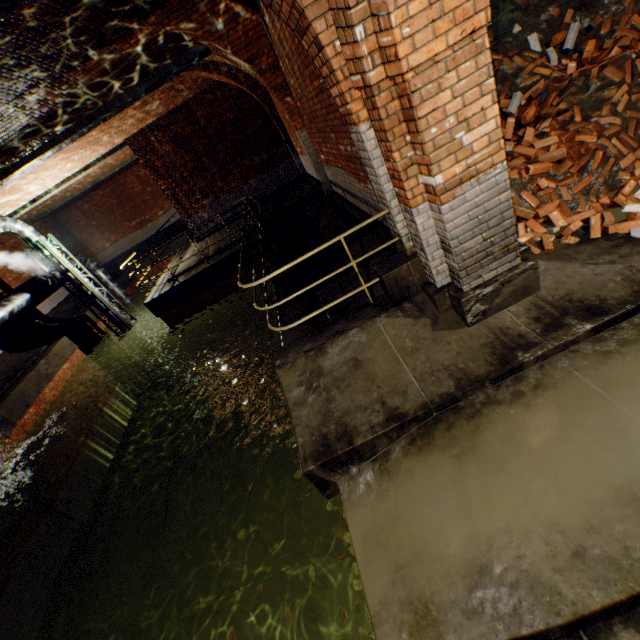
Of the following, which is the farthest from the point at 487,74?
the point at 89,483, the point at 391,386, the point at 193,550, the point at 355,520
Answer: the point at 89,483

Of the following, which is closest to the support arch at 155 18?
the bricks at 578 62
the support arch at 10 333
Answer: the bricks at 578 62

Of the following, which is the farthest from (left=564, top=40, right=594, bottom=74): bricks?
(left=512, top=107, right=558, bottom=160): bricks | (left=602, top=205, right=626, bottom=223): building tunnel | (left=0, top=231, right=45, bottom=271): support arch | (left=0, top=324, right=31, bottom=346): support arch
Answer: (left=0, top=231, right=45, bottom=271): support arch

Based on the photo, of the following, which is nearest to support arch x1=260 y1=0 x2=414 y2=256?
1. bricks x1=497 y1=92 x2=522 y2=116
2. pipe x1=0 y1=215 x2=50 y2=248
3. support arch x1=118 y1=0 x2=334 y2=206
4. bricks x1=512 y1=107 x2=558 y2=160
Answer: pipe x1=0 y1=215 x2=50 y2=248

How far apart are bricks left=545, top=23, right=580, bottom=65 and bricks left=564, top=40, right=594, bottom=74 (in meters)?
0.15

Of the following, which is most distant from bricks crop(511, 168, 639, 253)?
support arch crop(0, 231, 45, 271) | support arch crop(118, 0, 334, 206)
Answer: support arch crop(0, 231, 45, 271)

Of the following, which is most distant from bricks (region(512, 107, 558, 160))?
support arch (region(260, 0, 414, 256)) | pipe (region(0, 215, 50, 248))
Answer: pipe (region(0, 215, 50, 248))

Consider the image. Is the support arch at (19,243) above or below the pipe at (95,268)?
above
